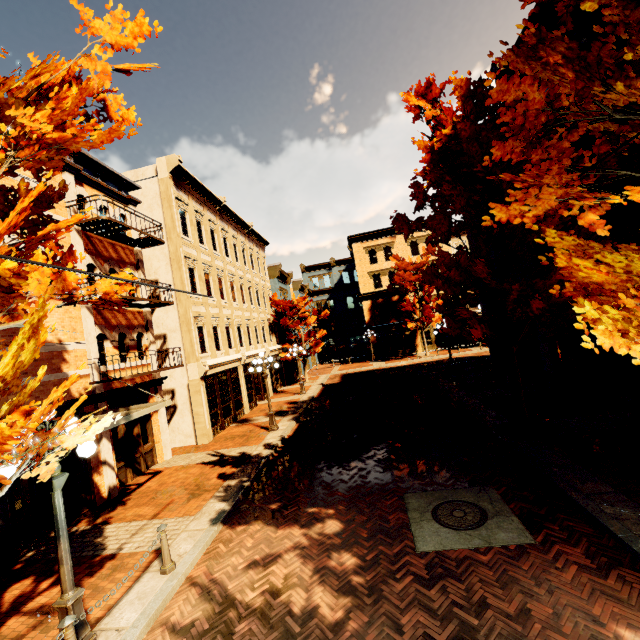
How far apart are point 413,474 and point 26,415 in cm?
857

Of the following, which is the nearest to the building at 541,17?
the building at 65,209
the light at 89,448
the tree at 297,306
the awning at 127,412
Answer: the tree at 297,306

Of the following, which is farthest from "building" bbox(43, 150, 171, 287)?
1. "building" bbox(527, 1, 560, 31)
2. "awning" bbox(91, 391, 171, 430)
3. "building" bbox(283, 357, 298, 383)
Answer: "building" bbox(283, 357, 298, 383)

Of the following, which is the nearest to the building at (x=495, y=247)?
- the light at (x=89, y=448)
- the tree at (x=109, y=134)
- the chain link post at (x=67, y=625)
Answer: the tree at (x=109, y=134)

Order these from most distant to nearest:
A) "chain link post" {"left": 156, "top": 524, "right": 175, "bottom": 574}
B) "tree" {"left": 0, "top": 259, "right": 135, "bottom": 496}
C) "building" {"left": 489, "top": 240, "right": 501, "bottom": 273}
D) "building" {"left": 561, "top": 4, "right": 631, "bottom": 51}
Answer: "building" {"left": 489, "top": 240, "right": 501, "bottom": 273}
"building" {"left": 561, "top": 4, "right": 631, "bottom": 51}
"chain link post" {"left": 156, "top": 524, "right": 175, "bottom": 574}
"tree" {"left": 0, "top": 259, "right": 135, "bottom": 496}

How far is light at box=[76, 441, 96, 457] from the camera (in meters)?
4.70

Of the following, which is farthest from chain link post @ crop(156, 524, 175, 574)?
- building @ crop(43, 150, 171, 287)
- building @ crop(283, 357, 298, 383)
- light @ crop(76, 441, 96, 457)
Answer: building @ crop(283, 357, 298, 383)

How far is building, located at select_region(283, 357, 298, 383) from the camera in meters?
30.0 m
